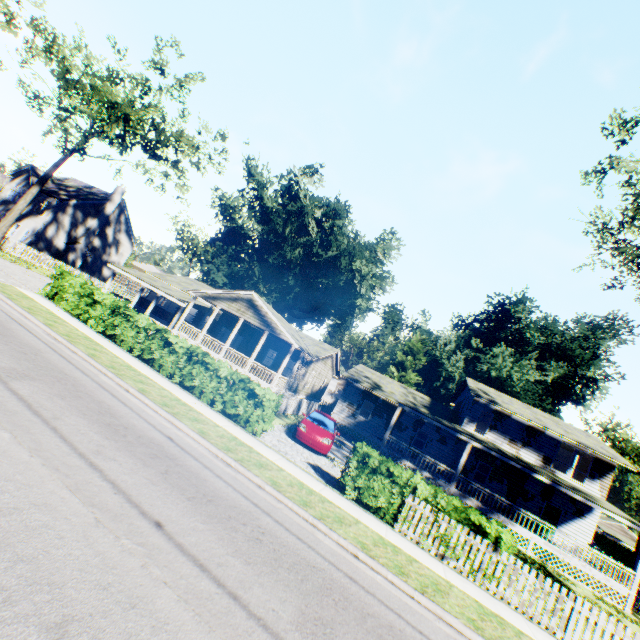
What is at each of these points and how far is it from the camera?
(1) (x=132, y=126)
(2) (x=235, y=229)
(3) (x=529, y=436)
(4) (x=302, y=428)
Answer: (1) tree, 26.0 meters
(2) plant, 58.5 meters
(3) house, 25.0 meters
(4) car, 15.3 meters

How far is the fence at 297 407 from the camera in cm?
2094

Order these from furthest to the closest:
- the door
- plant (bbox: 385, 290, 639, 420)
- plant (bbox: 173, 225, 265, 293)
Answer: plant (bbox: 173, 225, 265, 293)
plant (bbox: 385, 290, 639, 420)
the door

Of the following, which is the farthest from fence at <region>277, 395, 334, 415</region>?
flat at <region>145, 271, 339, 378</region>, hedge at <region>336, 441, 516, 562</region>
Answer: flat at <region>145, 271, 339, 378</region>

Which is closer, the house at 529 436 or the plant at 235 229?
the house at 529 436

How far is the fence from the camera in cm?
2094

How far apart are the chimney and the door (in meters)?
51.42

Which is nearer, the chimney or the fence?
the fence
